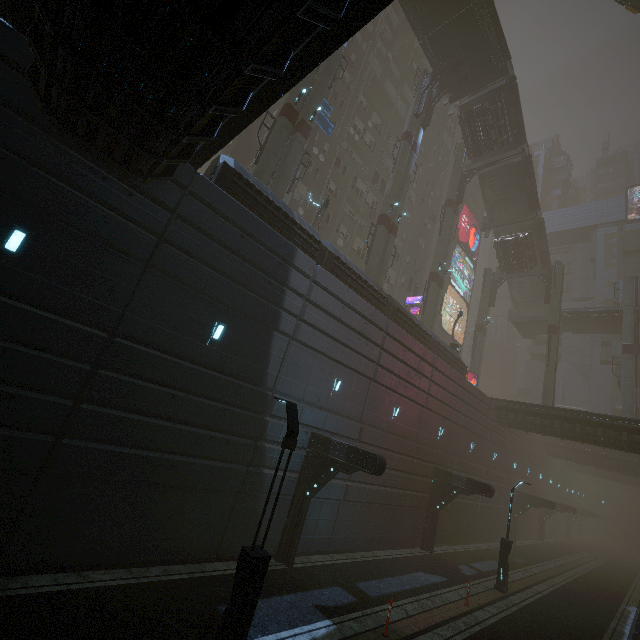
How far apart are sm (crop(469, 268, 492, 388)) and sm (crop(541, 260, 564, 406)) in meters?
6.5

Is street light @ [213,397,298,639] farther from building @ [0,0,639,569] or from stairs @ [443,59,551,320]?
stairs @ [443,59,551,320]

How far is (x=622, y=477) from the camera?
46.7m

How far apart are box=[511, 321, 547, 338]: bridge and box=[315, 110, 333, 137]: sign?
35.6m

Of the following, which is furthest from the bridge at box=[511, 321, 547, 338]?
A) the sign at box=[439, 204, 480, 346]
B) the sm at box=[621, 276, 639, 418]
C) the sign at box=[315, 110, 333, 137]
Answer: the sign at box=[315, 110, 333, 137]

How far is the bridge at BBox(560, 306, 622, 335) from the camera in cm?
3741

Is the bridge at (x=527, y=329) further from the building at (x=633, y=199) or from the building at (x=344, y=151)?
the building at (x=633, y=199)

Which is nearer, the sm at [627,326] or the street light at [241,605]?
the street light at [241,605]
